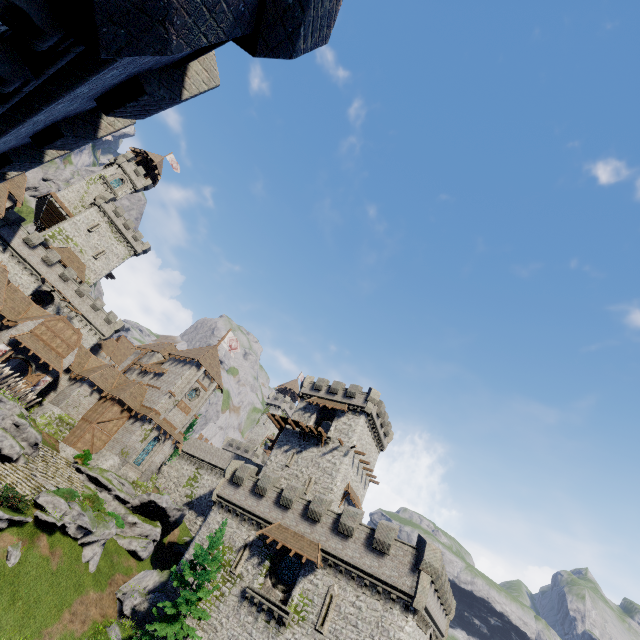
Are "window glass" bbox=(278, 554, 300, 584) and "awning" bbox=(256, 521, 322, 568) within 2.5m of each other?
yes

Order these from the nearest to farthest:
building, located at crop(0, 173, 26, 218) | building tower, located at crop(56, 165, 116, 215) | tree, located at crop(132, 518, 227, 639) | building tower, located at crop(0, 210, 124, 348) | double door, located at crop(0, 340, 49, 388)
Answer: tree, located at crop(132, 518, 227, 639) → building, located at crop(0, 173, 26, 218) → double door, located at crop(0, 340, 49, 388) → building tower, located at crop(0, 210, 124, 348) → building tower, located at crop(56, 165, 116, 215)

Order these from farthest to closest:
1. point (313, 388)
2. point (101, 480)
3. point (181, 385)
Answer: point (313, 388), point (181, 385), point (101, 480)

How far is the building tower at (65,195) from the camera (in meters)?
54.09

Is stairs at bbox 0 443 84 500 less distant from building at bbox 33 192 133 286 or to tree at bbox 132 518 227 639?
tree at bbox 132 518 227 639

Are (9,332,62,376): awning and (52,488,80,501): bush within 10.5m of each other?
no

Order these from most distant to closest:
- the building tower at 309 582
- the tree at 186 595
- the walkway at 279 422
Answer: the walkway at 279 422
the building tower at 309 582
the tree at 186 595

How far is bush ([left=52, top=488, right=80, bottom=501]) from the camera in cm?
2556
